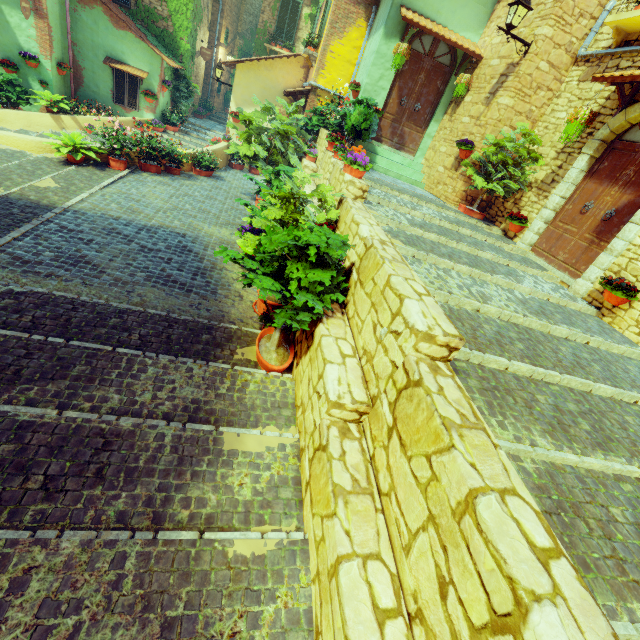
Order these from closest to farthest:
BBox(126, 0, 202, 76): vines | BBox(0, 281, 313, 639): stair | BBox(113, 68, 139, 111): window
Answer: BBox(0, 281, 313, 639): stair → BBox(113, 68, 139, 111): window → BBox(126, 0, 202, 76): vines

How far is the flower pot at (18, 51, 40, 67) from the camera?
10.84m

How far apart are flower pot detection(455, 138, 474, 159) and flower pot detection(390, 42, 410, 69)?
2.4 meters

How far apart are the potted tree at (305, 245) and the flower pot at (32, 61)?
13.0 meters

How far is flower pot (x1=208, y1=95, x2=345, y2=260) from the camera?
5.3 meters

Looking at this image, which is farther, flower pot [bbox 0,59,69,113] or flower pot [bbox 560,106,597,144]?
flower pot [bbox 0,59,69,113]

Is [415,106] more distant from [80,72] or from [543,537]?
[80,72]

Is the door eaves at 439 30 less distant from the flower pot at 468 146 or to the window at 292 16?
the flower pot at 468 146
